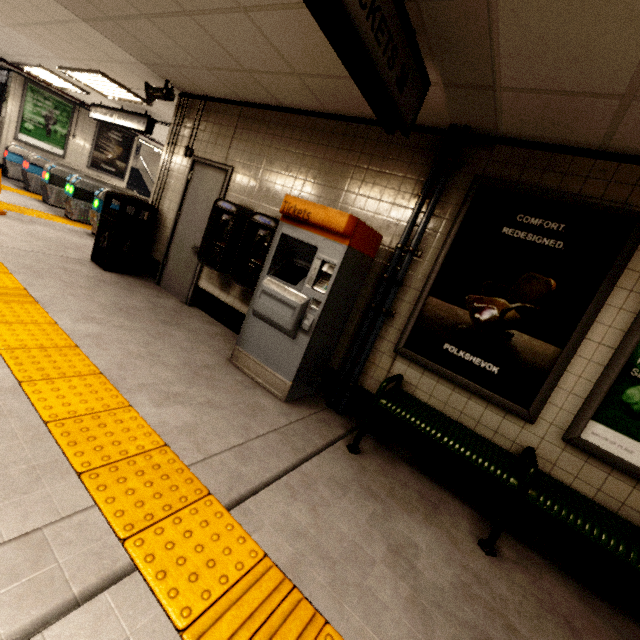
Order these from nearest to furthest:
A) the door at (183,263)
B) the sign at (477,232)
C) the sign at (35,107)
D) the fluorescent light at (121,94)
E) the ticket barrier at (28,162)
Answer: the sign at (477,232), the door at (183,263), the fluorescent light at (121,94), the ticket barrier at (28,162), the sign at (35,107)

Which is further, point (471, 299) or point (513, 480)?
point (471, 299)

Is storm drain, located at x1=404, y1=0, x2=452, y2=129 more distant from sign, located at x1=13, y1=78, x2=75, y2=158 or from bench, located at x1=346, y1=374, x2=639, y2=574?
bench, located at x1=346, y1=374, x2=639, y2=574

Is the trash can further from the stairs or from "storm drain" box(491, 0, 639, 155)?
the stairs

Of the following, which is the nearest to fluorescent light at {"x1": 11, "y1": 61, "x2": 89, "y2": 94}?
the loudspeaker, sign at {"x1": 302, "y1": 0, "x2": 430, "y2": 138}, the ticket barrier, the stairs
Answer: the ticket barrier

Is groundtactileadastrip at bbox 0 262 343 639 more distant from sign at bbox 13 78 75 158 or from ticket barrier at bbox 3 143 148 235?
sign at bbox 13 78 75 158

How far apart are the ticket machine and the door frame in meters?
1.7 m

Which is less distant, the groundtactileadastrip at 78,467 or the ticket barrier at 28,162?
the groundtactileadastrip at 78,467
